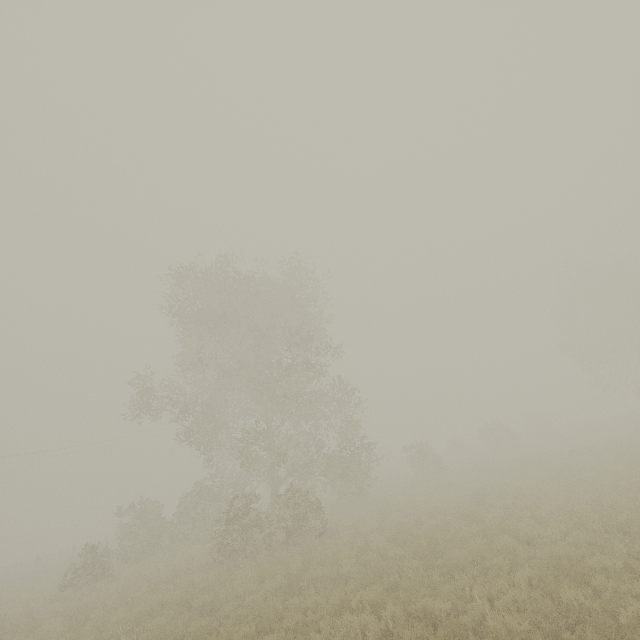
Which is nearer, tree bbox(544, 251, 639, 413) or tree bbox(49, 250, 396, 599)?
tree bbox(49, 250, 396, 599)

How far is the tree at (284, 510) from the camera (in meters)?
16.11

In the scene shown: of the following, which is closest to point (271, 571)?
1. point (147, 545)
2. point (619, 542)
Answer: point (619, 542)

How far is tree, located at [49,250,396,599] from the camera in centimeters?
1611cm

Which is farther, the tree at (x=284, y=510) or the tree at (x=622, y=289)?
the tree at (x=622, y=289)
